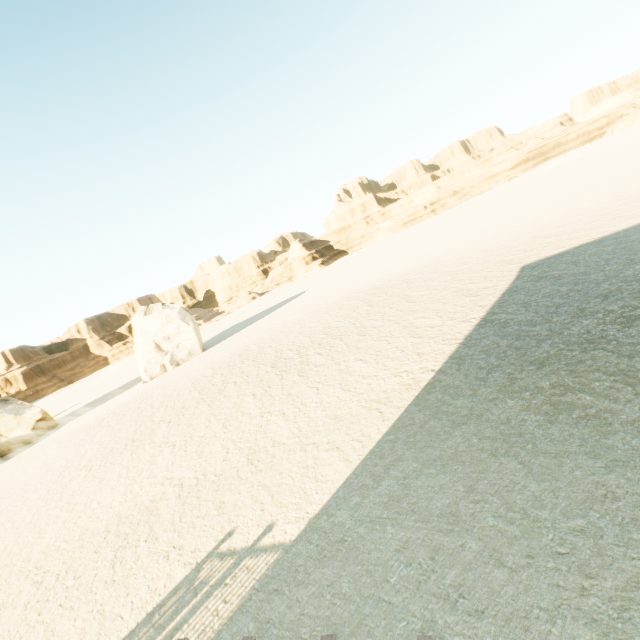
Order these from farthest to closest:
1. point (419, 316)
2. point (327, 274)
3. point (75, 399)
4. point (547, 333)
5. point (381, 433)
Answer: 1. point (327, 274)
2. point (75, 399)
3. point (419, 316)
4. point (547, 333)
5. point (381, 433)

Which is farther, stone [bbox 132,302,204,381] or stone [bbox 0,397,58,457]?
stone [bbox 132,302,204,381]

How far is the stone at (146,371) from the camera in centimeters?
3272cm

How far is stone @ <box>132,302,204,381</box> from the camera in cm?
3272

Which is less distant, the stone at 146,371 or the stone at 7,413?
the stone at 7,413
